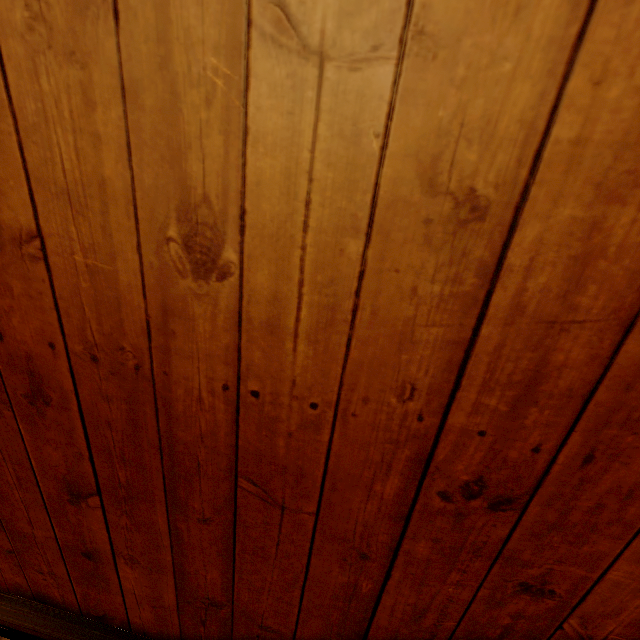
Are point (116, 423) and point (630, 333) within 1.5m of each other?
no
